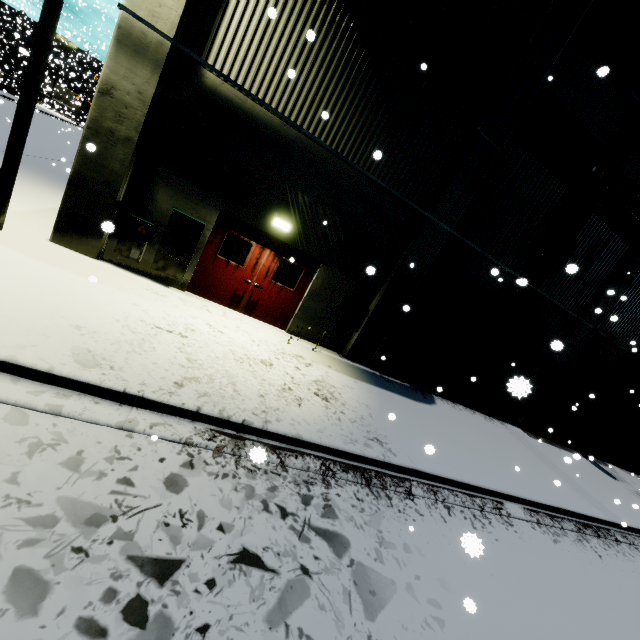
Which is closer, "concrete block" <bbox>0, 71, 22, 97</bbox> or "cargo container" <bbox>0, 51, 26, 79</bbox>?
"concrete block" <bbox>0, 71, 22, 97</bbox>

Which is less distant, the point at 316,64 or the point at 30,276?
the point at 30,276

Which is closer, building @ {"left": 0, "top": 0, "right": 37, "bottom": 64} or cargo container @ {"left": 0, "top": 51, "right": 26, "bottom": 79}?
building @ {"left": 0, "top": 0, "right": 37, "bottom": 64}

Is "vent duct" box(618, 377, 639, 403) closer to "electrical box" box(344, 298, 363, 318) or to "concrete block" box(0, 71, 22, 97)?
"electrical box" box(344, 298, 363, 318)

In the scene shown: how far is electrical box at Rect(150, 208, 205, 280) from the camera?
7.65m

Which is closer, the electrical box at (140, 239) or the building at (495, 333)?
the electrical box at (140, 239)

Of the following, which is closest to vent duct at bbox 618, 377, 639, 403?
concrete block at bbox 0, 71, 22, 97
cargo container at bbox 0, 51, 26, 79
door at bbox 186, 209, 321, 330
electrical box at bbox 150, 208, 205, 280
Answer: electrical box at bbox 150, 208, 205, 280

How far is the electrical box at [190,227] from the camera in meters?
7.7
